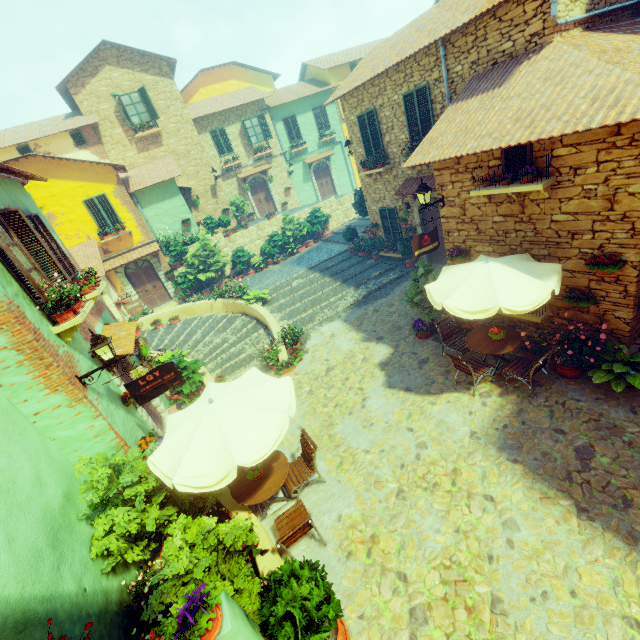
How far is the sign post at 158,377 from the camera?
6.4 meters

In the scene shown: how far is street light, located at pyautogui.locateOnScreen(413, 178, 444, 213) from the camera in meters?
8.0

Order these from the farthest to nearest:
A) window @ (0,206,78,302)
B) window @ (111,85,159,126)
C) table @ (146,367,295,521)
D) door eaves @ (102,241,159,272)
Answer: window @ (111,85,159,126) < door eaves @ (102,241,159,272) < window @ (0,206,78,302) < table @ (146,367,295,521)

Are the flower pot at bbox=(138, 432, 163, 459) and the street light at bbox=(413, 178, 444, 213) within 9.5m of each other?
yes

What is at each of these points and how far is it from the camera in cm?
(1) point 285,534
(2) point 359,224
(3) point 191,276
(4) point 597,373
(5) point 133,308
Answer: (1) chair, 511
(2) stair, 2069
(3) flower pot, 1831
(4) flower pot, 641
(5) sign post, 1027

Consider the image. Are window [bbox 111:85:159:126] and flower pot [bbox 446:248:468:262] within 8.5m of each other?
no

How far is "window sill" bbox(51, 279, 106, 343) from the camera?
5.87m

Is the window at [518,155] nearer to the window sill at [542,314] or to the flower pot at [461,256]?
the flower pot at [461,256]
